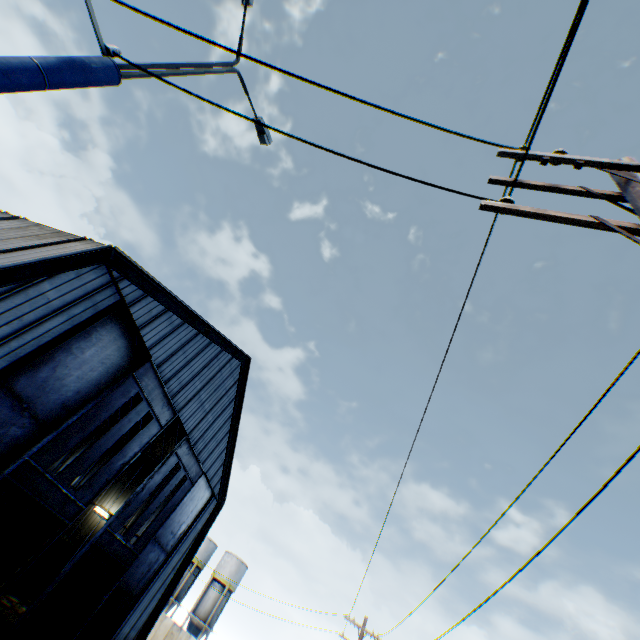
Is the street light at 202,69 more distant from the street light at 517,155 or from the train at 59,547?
the train at 59,547

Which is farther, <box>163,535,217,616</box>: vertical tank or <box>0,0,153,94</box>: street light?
<box>163,535,217,616</box>: vertical tank

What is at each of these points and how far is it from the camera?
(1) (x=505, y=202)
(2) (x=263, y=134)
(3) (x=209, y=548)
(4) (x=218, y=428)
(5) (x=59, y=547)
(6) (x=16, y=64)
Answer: (1) street light, 2.83m
(2) street light, 5.34m
(3) vertical tank, 47.91m
(4) building, 22.84m
(5) train, 22.78m
(6) street light, 2.48m

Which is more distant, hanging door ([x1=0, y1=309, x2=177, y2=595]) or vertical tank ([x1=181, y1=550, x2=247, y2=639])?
vertical tank ([x1=181, y1=550, x2=247, y2=639])

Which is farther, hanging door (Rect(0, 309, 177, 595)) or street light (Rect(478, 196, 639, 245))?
hanging door (Rect(0, 309, 177, 595))

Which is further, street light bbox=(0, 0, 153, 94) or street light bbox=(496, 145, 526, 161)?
street light bbox=(496, 145, 526, 161)

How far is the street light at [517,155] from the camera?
3.16m

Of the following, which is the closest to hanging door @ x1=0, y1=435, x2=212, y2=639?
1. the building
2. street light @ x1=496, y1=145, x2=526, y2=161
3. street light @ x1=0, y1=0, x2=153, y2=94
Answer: the building
